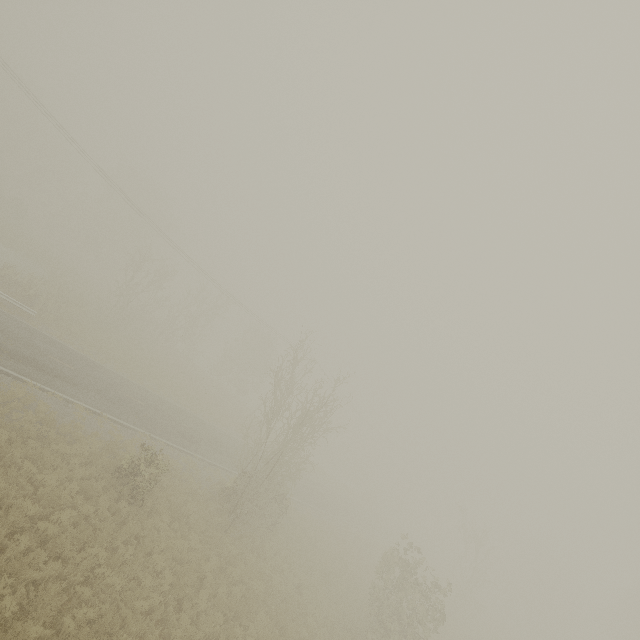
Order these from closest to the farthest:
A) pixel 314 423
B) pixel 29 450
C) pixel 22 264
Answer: pixel 29 450, pixel 314 423, pixel 22 264
